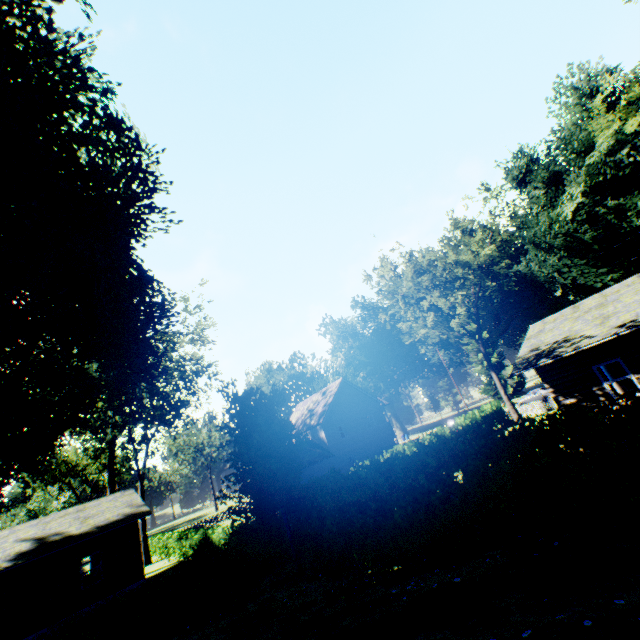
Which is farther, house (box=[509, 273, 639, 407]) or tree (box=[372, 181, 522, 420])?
tree (box=[372, 181, 522, 420])

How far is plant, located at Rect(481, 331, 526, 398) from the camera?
52.28m

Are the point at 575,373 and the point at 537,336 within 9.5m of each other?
yes

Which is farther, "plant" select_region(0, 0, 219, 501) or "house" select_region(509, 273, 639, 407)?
"house" select_region(509, 273, 639, 407)

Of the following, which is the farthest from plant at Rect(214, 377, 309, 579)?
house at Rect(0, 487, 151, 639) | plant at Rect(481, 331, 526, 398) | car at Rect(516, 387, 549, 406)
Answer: plant at Rect(481, 331, 526, 398)

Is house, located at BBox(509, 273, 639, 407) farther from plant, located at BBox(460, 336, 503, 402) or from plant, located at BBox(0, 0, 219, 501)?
plant, located at BBox(460, 336, 503, 402)

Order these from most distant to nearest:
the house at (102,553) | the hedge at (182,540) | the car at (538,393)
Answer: the car at (538,393)
the house at (102,553)
the hedge at (182,540)

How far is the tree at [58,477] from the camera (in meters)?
48.56
